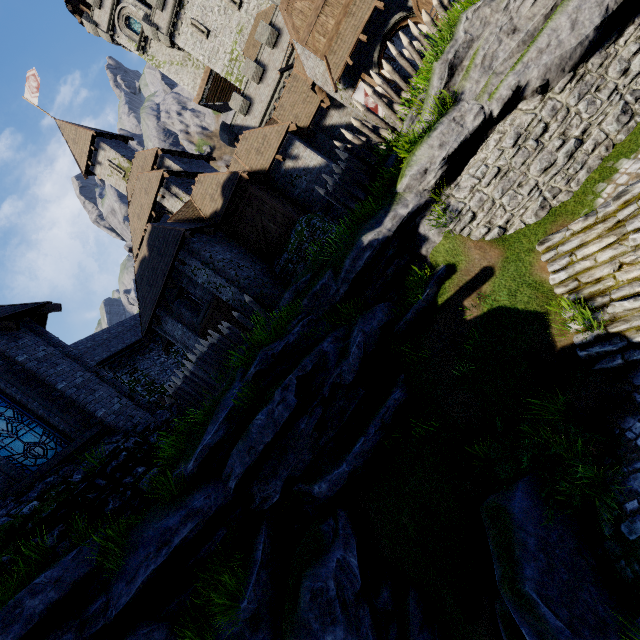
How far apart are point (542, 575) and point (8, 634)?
8.5 meters

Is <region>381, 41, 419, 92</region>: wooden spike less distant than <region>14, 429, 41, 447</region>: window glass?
No

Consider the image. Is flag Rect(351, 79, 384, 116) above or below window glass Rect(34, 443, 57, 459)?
above

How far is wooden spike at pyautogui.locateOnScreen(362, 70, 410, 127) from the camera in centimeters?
1150cm

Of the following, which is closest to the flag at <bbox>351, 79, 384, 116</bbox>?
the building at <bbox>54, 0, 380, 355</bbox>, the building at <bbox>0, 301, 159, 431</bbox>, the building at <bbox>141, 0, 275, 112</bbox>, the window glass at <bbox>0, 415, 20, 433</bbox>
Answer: the building at <bbox>54, 0, 380, 355</bbox>

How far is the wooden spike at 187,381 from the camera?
11.6 meters

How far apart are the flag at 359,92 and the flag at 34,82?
30.47m

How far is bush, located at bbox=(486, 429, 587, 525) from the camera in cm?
584
